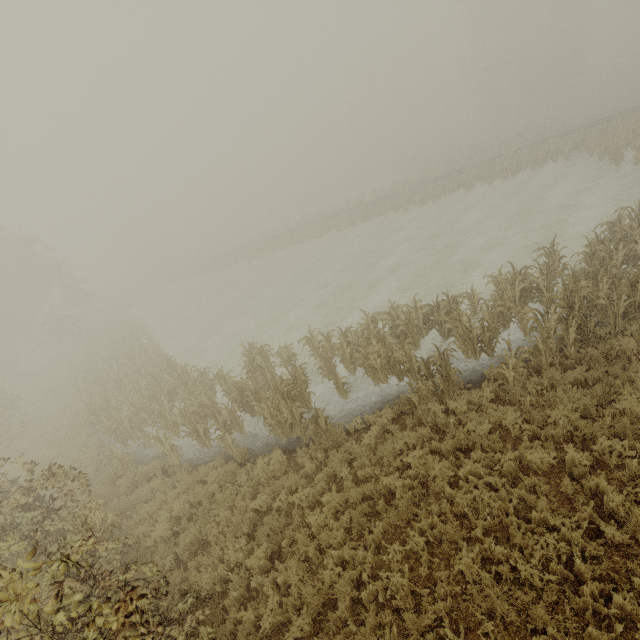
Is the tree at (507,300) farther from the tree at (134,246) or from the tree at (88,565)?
the tree at (134,246)

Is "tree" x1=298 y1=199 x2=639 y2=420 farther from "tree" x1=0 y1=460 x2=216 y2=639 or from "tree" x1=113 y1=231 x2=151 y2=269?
"tree" x1=113 y1=231 x2=151 y2=269

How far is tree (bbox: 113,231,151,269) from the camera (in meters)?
57.34

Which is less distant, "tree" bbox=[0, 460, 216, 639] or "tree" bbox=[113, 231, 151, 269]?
"tree" bbox=[0, 460, 216, 639]

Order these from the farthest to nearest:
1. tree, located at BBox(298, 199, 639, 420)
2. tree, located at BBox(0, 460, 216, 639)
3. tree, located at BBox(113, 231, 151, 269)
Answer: tree, located at BBox(113, 231, 151, 269)
tree, located at BBox(298, 199, 639, 420)
tree, located at BBox(0, 460, 216, 639)

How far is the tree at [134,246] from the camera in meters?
57.3

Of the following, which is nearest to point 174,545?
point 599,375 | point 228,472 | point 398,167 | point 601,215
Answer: point 228,472

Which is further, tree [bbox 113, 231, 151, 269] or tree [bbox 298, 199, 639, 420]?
Answer: tree [bbox 113, 231, 151, 269]
